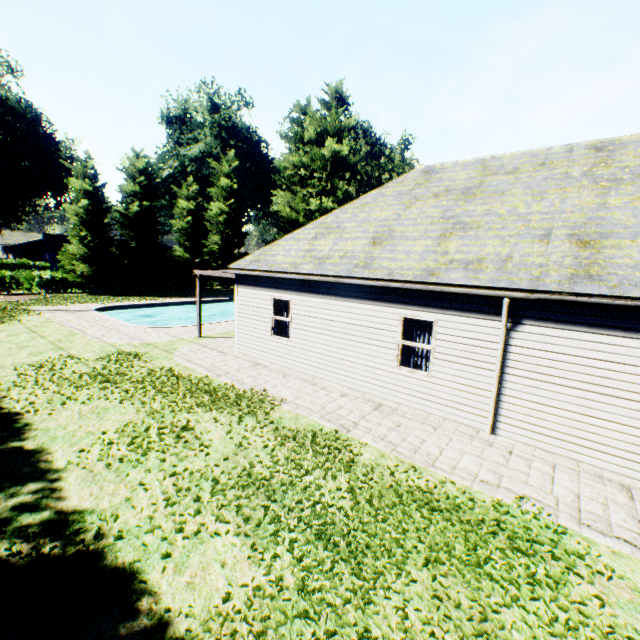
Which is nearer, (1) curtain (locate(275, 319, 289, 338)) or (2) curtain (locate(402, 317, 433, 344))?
(2) curtain (locate(402, 317, 433, 344))

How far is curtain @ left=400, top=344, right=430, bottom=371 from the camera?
8.7 meters

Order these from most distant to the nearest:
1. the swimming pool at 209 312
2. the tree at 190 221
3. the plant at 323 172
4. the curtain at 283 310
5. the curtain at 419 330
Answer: the plant at 323 172 → the swimming pool at 209 312 → the tree at 190 221 → the curtain at 283 310 → the curtain at 419 330

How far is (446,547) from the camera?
4.3 meters

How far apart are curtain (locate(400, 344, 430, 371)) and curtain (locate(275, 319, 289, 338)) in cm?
399

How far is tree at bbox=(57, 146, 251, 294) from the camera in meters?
28.2

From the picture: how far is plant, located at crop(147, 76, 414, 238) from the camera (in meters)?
37.16

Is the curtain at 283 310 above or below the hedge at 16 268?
above
